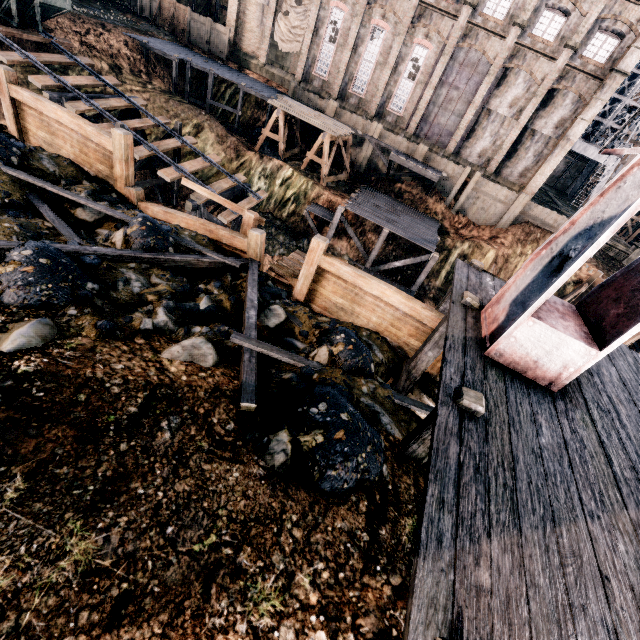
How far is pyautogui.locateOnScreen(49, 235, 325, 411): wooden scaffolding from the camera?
5.66m

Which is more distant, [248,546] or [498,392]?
[498,392]

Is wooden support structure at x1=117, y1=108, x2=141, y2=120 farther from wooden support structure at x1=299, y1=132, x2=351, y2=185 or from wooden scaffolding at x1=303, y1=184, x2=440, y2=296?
wooden support structure at x1=299, y1=132, x2=351, y2=185

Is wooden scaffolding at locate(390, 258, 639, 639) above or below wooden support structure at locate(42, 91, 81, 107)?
above

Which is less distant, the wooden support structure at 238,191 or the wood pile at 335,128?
the wooden support structure at 238,191

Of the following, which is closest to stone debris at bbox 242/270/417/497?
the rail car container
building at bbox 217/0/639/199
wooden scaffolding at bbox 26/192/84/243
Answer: wooden scaffolding at bbox 26/192/84/243

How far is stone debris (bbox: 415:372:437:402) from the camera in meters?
8.8

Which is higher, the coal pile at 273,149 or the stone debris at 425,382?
the stone debris at 425,382
